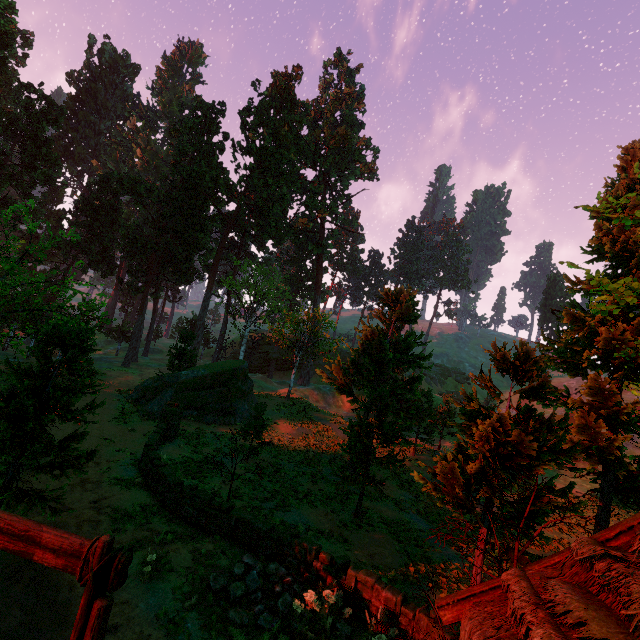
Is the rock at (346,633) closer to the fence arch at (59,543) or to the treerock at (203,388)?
the fence arch at (59,543)

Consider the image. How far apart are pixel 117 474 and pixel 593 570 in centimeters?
1664cm

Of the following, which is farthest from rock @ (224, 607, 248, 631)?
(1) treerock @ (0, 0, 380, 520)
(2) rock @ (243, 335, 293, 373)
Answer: (2) rock @ (243, 335, 293, 373)

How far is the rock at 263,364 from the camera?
56.50m

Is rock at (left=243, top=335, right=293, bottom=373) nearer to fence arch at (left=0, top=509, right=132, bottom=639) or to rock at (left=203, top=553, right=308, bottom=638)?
rock at (left=203, top=553, right=308, bottom=638)

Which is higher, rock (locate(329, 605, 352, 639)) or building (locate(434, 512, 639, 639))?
building (locate(434, 512, 639, 639))

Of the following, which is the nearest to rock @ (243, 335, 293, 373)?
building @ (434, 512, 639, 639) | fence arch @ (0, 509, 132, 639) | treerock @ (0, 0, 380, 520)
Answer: treerock @ (0, 0, 380, 520)
